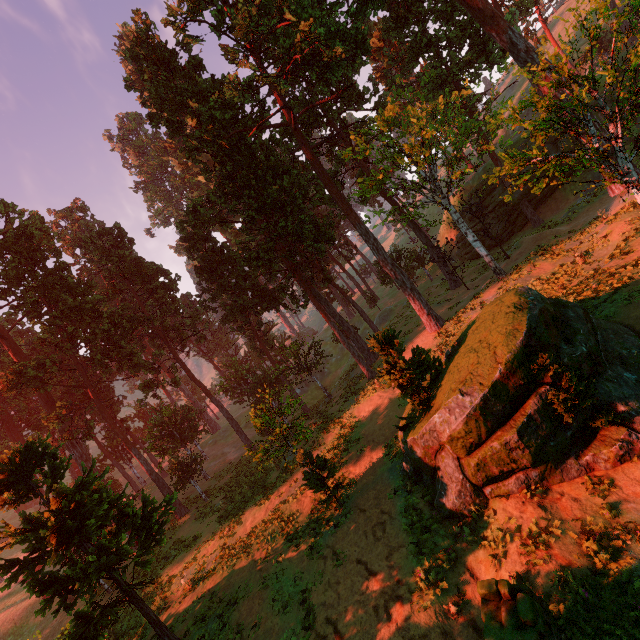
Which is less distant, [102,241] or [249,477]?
[249,477]

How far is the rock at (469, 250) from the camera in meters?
38.2 m

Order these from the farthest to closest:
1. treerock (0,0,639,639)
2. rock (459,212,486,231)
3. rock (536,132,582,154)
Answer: rock (459,212,486,231), rock (536,132,582,154), treerock (0,0,639,639)

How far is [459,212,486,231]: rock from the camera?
36.7 meters

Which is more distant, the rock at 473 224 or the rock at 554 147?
the rock at 473 224

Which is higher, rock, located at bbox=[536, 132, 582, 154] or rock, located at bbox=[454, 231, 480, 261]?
rock, located at bbox=[536, 132, 582, 154]
